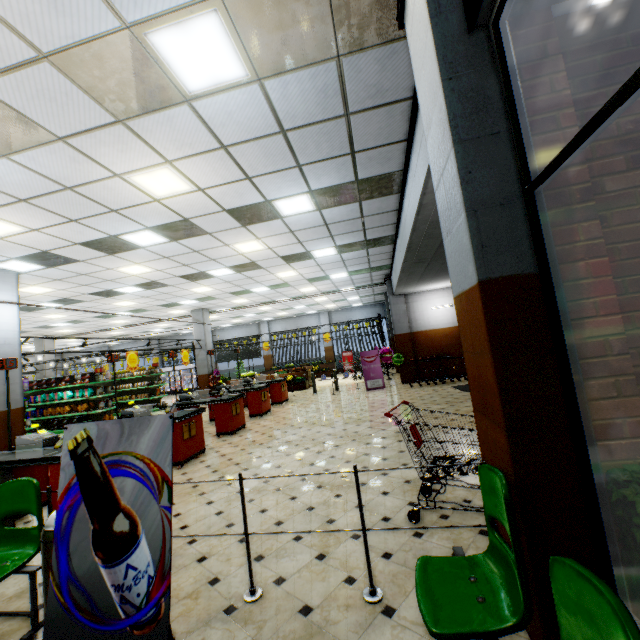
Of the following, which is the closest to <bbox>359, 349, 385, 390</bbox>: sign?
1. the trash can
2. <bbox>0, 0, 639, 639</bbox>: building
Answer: <bbox>0, 0, 639, 639</bbox>: building

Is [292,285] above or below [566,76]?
above

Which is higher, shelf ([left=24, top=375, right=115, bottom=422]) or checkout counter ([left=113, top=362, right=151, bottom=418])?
checkout counter ([left=113, top=362, right=151, bottom=418])

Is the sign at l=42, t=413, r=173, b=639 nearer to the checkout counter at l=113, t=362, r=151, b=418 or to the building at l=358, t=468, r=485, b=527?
the building at l=358, t=468, r=485, b=527

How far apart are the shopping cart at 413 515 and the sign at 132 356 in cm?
1142

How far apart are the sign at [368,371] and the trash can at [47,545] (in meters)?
11.60

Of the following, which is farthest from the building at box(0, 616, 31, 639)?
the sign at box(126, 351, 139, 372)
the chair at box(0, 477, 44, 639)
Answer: the sign at box(126, 351, 139, 372)

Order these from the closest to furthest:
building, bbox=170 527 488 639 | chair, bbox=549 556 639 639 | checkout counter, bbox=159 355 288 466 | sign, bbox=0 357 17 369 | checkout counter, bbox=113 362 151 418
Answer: chair, bbox=549 556 639 639
building, bbox=170 527 488 639
sign, bbox=0 357 17 369
checkout counter, bbox=159 355 288 466
checkout counter, bbox=113 362 151 418
